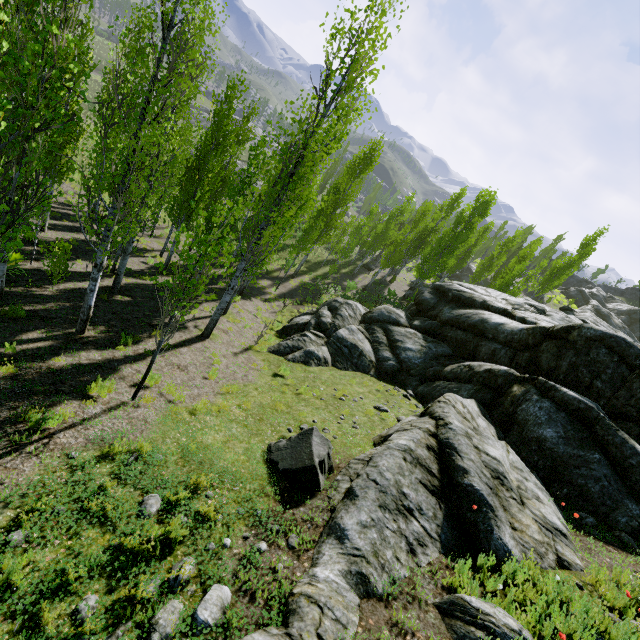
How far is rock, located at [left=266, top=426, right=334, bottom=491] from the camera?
6.18m

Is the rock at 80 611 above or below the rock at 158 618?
below

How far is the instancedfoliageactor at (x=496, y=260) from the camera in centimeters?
2897cm

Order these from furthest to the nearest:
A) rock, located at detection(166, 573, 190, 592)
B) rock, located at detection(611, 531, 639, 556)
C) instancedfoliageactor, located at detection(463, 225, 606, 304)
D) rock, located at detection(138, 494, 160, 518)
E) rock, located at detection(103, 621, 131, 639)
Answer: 1. instancedfoliageactor, located at detection(463, 225, 606, 304)
2. rock, located at detection(611, 531, 639, 556)
3. rock, located at detection(138, 494, 160, 518)
4. rock, located at detection(166, 573, 190, 592)
5. rock, located at detection(103, 621, 131, 639)

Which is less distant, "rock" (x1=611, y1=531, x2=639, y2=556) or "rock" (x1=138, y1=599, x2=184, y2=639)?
"rock" (x1=138, y1=599, x2=184, y2=639)

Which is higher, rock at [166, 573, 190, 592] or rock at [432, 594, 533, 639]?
rock at [432, 594, 533, 639]

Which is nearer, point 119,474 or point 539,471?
point 119,474
